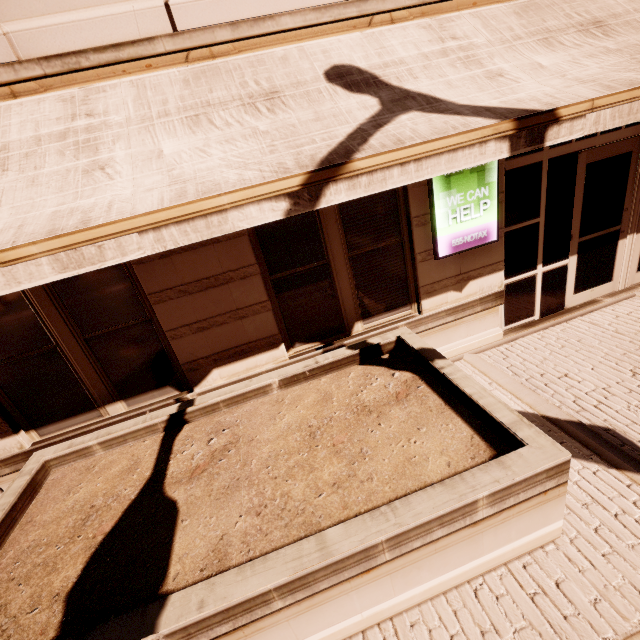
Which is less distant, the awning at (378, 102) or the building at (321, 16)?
the awning at (378, 102)

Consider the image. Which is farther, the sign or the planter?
the sign

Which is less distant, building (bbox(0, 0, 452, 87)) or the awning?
the awning

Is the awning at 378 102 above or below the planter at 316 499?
above

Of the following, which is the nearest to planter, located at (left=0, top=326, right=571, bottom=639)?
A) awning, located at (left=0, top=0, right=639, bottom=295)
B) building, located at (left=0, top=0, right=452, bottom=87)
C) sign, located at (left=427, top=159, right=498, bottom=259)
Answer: building, located at (left=0, top=0, right=452, bottom=87)

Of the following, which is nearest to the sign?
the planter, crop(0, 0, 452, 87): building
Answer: crop(0, 0, 452, 87): building

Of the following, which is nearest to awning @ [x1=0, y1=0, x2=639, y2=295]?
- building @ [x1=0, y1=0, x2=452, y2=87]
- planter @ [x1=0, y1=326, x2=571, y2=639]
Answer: building @ [x1=0, y1=0, x2=452, y2=87]

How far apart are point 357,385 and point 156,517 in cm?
244
